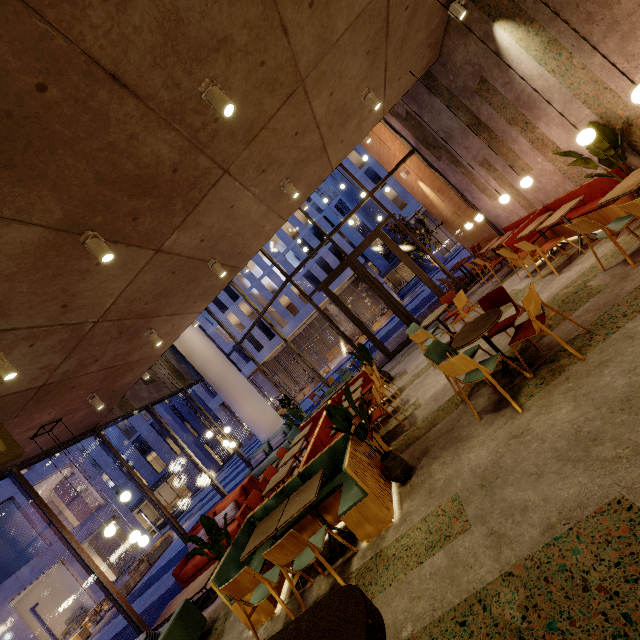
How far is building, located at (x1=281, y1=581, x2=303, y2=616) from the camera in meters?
3.6 m

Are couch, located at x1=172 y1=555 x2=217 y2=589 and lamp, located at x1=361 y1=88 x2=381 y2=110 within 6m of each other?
no

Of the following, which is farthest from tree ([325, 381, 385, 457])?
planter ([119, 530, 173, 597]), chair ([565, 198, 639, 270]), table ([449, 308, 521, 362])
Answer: planter ([119, 530, 173, 597])

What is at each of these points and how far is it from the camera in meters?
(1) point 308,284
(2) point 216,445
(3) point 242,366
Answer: (1) building, 35.8 m
(2) building, 43.6 m
(3) building, 37.8 m

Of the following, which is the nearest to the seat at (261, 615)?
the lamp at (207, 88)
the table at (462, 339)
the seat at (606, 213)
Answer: the table at (462, 339)

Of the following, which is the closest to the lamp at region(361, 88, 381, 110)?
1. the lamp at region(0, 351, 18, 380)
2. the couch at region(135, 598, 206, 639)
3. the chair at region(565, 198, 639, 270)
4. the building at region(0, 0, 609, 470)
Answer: the building at region(0, 0, 609, 470)

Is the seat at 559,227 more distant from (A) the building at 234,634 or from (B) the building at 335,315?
(B) the building at 335,315

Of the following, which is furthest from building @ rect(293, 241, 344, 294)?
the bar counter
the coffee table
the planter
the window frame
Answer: the bar counter
